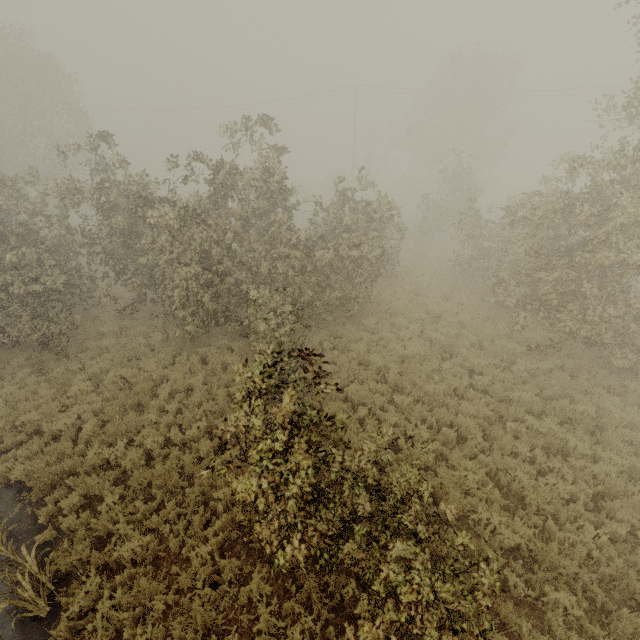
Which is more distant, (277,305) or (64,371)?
(64,371)

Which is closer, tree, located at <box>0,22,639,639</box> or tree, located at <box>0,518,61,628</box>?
tree, located at <box>0,22,639,639</box>

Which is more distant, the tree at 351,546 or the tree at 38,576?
the tree at 38,576

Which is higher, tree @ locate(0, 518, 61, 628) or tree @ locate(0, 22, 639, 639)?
tree @ locate(0, 22, 639, 639)

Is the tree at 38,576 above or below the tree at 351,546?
below
